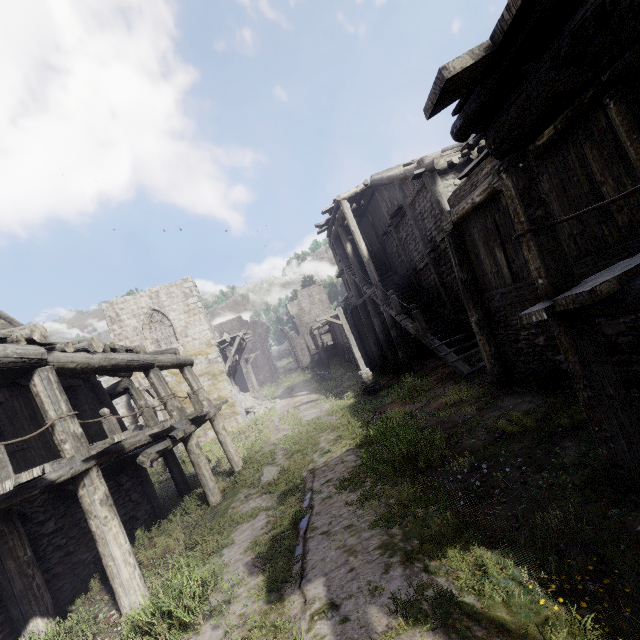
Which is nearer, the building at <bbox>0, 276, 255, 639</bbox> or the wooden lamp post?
the building at <bbox>0, 276, 255, 639</bbox>

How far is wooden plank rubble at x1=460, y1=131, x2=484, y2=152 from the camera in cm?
846

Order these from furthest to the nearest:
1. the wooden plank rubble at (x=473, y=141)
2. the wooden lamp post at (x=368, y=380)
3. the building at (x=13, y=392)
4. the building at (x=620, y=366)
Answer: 1. the wooden lamp post at (x=368, y=380)
2. the wooden plank rubble at (x=473, y=141)
3. the building at (x=13, y=392)
4. the building at (x=620, y=366)

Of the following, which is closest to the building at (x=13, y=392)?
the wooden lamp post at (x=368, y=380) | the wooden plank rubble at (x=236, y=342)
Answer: the wooden plank rubble at (x=236, y=342)

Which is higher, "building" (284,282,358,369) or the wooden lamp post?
"building" (284,282,358,369)

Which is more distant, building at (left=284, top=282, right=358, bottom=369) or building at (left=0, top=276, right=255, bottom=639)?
building at (left=284, top=282, right=358, bottom=369)

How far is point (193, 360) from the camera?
13.2m
